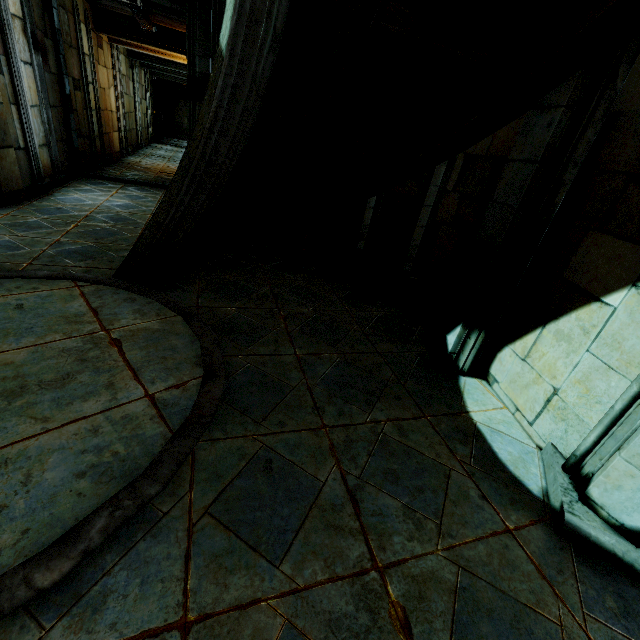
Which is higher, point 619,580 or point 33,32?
point 33,32
